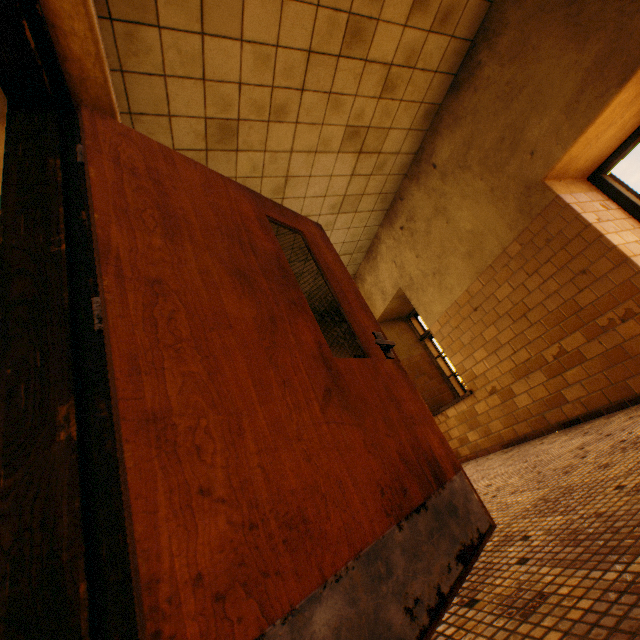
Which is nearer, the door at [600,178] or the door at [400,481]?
the door at [400,481]

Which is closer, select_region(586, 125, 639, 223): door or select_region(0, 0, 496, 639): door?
select_region(0, 0, 496, 639): door

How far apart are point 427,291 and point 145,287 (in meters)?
4.72
